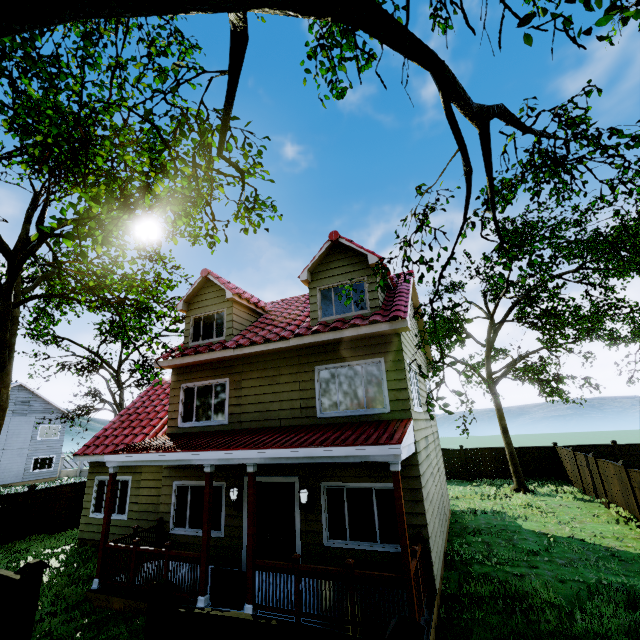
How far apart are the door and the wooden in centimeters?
172cm

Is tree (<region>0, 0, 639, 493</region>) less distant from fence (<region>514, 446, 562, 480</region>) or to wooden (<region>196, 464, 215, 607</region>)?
fence (<region>514, 446, 562, 480</region>)

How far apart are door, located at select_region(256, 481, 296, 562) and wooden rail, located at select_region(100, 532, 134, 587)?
2.0m

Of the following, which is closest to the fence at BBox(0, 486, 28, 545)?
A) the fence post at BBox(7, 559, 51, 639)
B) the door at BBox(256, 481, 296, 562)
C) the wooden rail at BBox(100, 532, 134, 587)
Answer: the fence post at BBox(7, 559, 51, 639)

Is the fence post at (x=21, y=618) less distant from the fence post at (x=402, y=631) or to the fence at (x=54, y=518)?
the fence at (x=54, y=518)

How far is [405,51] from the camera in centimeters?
278cm

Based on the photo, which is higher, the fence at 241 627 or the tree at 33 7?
the tree at 33 7

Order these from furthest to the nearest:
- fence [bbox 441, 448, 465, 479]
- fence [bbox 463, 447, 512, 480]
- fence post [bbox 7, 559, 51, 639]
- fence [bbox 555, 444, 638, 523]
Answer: fence [bbox 441, 448, 465, 479], fence [bbox 463, 447, 512, 480], fence [bbox 555, 444, 638, 523], fence post [bbox 7, 559, 51, 639]
